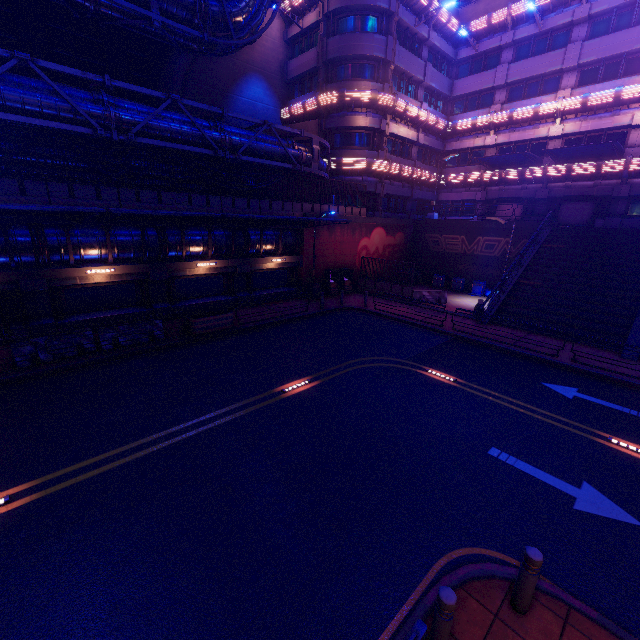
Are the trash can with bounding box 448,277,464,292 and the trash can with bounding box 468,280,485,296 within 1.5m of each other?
yes

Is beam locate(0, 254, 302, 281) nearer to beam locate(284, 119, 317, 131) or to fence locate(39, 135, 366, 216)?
fence locate(39, 135, 366, 216)

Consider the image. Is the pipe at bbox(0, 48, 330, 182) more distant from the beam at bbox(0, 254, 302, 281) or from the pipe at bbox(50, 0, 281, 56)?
the beam at bbox(0, 254, 302, 281)

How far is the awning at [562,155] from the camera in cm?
2130

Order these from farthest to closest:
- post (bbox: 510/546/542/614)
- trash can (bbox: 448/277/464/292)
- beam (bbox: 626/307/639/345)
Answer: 1. trash can (bbox: 448/277/464/292)
2. beam (bbox: 626/307/639/345)
3. post (bbox: 510/546/542/614)

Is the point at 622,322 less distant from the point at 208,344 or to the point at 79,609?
the point at 208,344

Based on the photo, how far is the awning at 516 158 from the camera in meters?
24.9 m

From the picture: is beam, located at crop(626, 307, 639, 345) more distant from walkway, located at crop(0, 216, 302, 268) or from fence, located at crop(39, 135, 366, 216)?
walkway, located at crop(0, 216, 302, 268)
